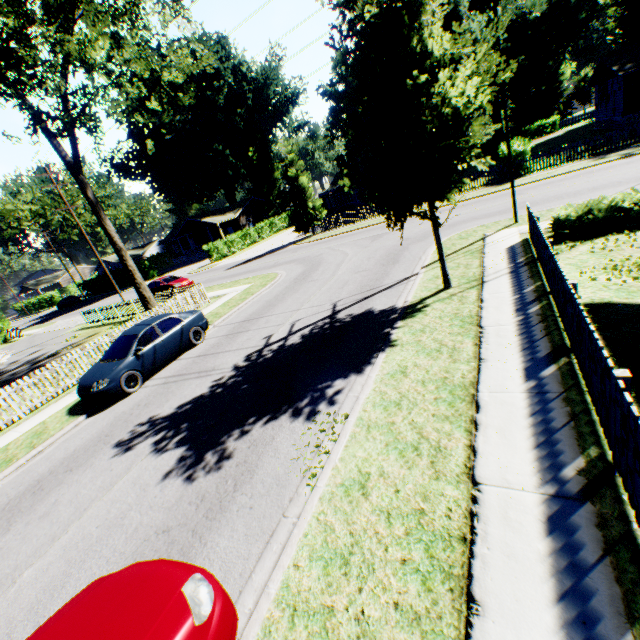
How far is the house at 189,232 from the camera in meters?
51.0 m

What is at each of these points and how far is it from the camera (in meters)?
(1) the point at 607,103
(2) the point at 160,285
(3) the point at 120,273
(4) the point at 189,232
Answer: (1) house, 32.66
(2) car, 25.81
(3) hedge, 49.81
(4) house, 52.69

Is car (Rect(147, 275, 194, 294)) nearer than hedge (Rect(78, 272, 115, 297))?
Yes

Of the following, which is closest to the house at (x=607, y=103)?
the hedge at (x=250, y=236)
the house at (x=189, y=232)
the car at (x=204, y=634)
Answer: the hedge at (x=250, y=236)

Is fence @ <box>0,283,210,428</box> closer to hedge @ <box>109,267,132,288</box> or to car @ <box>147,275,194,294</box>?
car @ <box>147,275,194,294</box>

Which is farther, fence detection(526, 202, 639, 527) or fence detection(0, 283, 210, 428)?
fence detection(0, 283, 210, 428)

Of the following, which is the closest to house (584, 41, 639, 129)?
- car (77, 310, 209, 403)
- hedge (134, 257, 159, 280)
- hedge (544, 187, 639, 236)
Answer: hedge (544, 187, 639, 236)

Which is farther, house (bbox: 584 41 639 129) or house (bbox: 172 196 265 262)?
house (bbox: 172 196 265 262)
